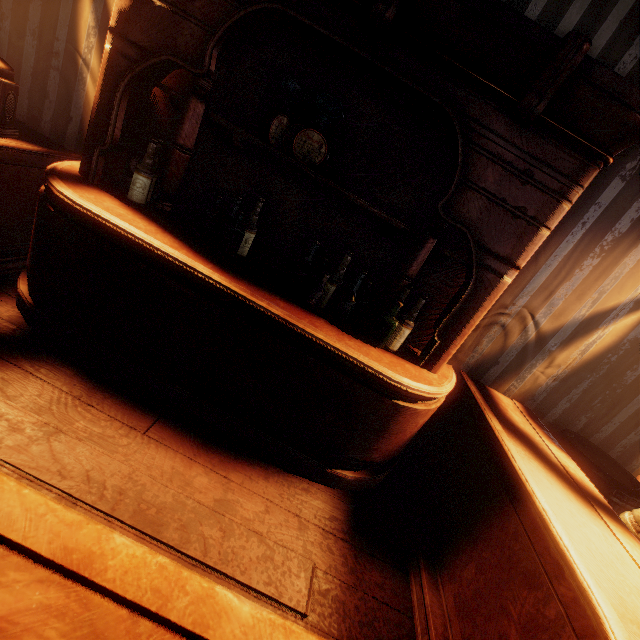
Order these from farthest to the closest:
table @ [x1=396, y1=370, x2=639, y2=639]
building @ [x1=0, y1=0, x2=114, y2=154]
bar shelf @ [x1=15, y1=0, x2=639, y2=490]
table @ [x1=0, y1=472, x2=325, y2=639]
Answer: building @ [x1=0, y1=0, x2=114, y2=154] < bar shelf @ [x1=15, y1=0, x2=639, y2=490] < table @ [x1=396, y1=370, x2=639, y2=639] < table @ [x1=0, y1=472, x2=325, y2=639]

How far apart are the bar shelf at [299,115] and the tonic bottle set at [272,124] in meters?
0.0

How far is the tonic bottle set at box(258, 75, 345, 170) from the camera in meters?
1.9 m

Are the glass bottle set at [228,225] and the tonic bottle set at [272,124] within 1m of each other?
yes

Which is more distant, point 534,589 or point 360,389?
point 360,389

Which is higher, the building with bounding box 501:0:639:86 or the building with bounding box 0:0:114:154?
the building with bounding box 501:0:639:86

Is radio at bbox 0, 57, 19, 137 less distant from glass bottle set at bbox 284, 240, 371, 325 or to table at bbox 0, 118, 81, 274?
table at bbox 0, 118, 81, 274

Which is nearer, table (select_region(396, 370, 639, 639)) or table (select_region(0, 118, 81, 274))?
table (select_region(396, 370, 639, 639))
